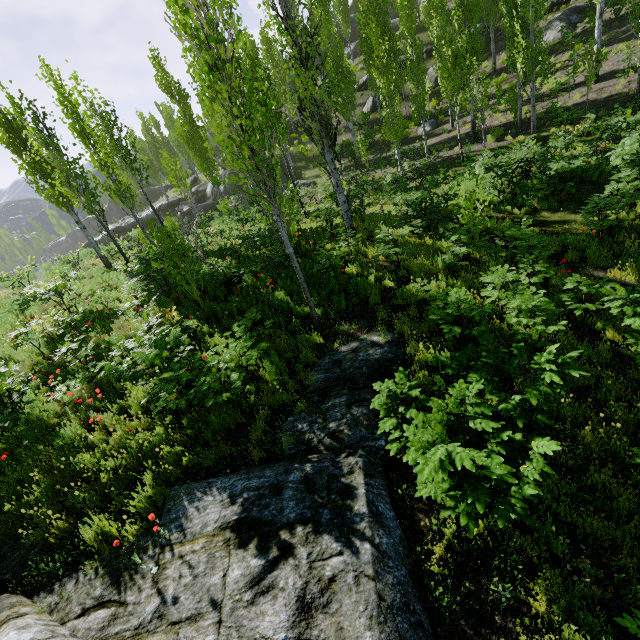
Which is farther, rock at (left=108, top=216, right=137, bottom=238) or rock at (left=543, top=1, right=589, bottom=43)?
rock at (left=108, top=216, right=137, bottom=238)

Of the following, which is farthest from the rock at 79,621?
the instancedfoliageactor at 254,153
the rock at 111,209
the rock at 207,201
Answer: the rock at 111,209

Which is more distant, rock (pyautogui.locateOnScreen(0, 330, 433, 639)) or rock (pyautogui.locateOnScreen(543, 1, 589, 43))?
rock (pyautogui.locateOnScreen(543, 1, 589, 43))

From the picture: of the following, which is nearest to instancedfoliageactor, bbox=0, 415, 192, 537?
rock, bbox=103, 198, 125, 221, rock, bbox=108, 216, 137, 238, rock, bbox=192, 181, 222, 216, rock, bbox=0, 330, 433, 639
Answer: rock, bbox=108, 216, 137, 238

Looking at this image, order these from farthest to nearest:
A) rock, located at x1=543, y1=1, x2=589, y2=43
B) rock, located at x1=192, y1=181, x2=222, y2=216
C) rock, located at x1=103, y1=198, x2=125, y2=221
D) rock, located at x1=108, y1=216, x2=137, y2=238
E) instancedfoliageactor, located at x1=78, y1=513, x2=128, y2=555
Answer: rock, located at x1=103, y1=198, x2=125, y2=221
rock, located at x1=108, y1=216, x2=137, y2=238
rock, located at x1=192, y1=181, x2=222, y2=216
rock, located at x1=543, y1=1, x2=589, y2=43
instancedfoliageactor, located at x1=78, y1=513, x2=128, y2=555

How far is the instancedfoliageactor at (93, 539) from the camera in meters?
4.5 m

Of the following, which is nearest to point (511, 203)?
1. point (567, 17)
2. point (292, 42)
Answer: point (292, 42)
